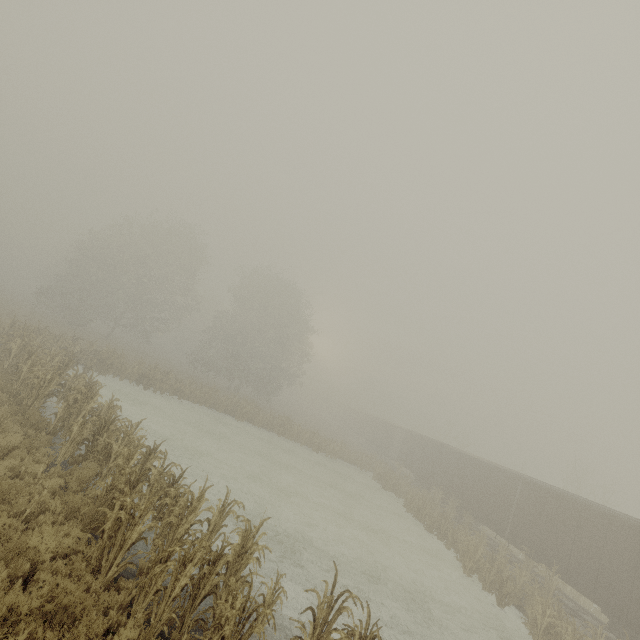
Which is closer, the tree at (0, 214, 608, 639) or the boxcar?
the tree at (0, 214, 608, 639)

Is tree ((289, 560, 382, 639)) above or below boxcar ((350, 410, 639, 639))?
below

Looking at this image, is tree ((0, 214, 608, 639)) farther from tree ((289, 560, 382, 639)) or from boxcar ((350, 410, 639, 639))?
boxcar ((350, 410, 639, 639))

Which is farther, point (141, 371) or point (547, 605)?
point (141, 371)

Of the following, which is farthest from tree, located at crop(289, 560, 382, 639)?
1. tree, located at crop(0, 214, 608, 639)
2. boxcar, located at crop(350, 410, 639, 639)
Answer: boxcar, located at crop(350, 410, 639, 639)

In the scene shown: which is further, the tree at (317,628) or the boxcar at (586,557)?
A: the boxcar at (586,557)

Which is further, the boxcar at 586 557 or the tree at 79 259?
the boxcar at 586 557
